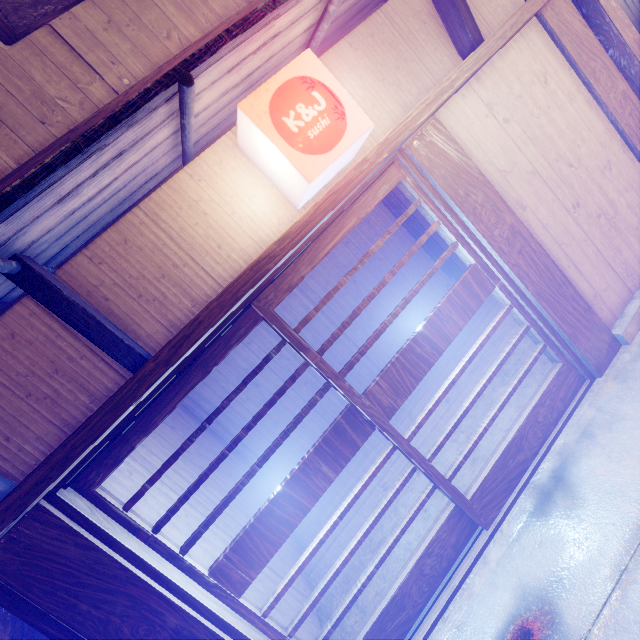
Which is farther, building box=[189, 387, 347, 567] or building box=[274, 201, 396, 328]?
building box=[274, 201, 396, 328]

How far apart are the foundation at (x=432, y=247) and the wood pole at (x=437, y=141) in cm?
765

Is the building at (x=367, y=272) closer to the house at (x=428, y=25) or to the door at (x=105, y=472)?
the house at (x=428, y=25)

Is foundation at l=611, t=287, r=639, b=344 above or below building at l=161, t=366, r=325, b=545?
below

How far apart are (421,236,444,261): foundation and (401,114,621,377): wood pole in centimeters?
765cm

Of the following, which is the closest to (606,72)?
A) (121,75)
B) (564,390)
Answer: (564,390)

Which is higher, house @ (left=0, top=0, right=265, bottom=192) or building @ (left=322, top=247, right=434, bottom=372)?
house @ (left=0, top=0, right=265, bottom=192)

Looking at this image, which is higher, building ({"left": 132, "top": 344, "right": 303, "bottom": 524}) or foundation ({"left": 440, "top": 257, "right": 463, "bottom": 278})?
building ({"left": 132, "top": 344, "right": 303, "bottom": 524})
